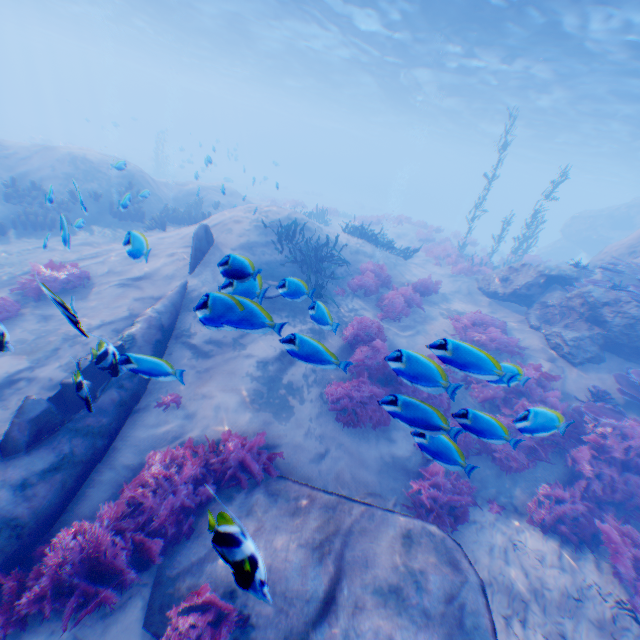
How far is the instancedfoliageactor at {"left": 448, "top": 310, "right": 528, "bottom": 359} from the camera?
9.7m

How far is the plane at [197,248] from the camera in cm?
922

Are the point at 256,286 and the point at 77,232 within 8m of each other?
no

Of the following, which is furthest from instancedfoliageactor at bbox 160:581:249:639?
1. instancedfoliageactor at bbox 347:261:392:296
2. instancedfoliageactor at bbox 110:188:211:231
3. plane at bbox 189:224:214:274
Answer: instancedfoliageactor at bbox 110:188:211:231

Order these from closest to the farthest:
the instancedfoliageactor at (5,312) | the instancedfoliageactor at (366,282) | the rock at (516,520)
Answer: the rock at (516,520)
the instancedfoliageactor at (5,312)
the instancedfoliageactor at (366,282)

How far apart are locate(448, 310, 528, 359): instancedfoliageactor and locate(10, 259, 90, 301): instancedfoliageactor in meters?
10.7

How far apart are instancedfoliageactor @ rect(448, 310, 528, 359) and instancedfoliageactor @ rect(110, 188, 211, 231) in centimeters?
1191cm

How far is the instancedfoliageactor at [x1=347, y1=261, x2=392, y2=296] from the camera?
11.09m
